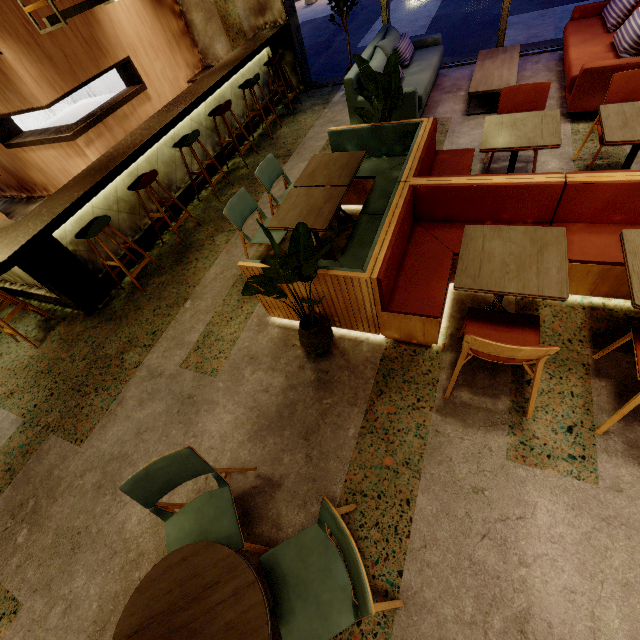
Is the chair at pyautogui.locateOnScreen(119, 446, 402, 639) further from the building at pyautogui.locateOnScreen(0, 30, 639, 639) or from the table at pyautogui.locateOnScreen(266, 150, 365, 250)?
the table at pyautogui.locateOnScreen(266, 150, 365, 250)

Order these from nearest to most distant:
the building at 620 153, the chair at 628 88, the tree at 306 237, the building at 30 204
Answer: the tree at 306 237
the chair at 628 88
the building at 620 153
the building at 30 204

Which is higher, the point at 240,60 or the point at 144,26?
the point at 144,26

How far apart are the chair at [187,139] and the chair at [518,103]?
3.8m

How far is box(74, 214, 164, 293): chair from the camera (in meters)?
3.64

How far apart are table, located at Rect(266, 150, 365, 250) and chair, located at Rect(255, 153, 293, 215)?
0.28m

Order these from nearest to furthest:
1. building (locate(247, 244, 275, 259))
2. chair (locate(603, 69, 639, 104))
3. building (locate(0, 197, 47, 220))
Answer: chair (locate(603, 69, 639, 104))
building (locate(247, 244, 275, 259))
building (locate(0, 197, 47, 220))

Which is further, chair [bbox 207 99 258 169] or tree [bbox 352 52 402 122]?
chair [bbox 207 99 258 169]
